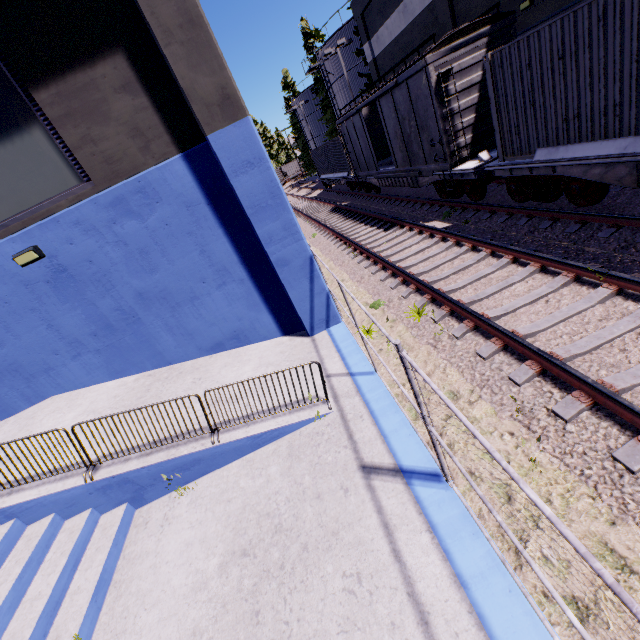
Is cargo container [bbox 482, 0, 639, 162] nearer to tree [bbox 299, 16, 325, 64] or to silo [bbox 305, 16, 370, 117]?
silo [bbox 305, 16, 370, 117]

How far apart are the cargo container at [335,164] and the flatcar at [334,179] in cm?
1

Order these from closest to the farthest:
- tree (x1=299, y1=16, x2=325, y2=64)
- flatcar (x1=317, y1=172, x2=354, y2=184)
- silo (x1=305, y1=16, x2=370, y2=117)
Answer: flatcar (x1=317, y1=172, x2=354, y2=184) < silo (x1=305, y1=16, x2=370, y2=117) < tree (x1=299, y1=16, x2=325, y2=64)

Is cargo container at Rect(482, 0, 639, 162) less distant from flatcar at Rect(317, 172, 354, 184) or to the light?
the light

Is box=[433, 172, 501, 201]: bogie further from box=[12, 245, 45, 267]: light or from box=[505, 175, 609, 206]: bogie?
box=[12, 245, 45, 267]: light

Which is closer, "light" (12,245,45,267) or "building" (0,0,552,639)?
"building" (0,0,552,639)

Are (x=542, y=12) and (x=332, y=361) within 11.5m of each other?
no

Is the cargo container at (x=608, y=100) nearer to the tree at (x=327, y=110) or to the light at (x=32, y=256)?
the light at (x=32, y=256)
